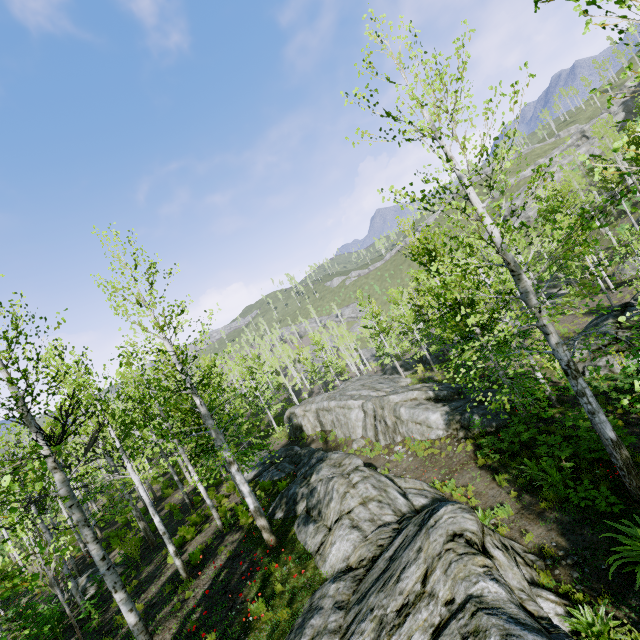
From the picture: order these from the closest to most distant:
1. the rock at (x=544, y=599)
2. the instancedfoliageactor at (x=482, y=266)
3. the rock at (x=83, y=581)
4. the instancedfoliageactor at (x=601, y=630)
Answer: the rock at (x=544, y=599), the instancedfoliageactor at (x=601, y=630), the instancedfoliageactor at (x=482, y=266), the rock at (x=83, y=581)

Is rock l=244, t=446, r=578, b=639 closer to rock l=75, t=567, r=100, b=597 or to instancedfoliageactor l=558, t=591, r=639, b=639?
instancedfoliageactor l=558, t=591, r=639, b=639

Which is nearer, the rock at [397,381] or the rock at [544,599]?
the rock at [544,599]

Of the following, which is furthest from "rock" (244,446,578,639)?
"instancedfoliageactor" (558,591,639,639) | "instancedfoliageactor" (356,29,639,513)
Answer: "instancedfoliageactor" (558,591,639,639)

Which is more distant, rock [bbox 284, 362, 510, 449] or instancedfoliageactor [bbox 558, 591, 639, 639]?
rock [bbox 284, 362, 510, 449]

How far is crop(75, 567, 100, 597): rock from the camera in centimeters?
1457cm

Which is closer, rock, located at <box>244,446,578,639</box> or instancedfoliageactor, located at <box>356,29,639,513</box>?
rock, located at <box>244,446,578,639</box>

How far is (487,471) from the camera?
11.51m
